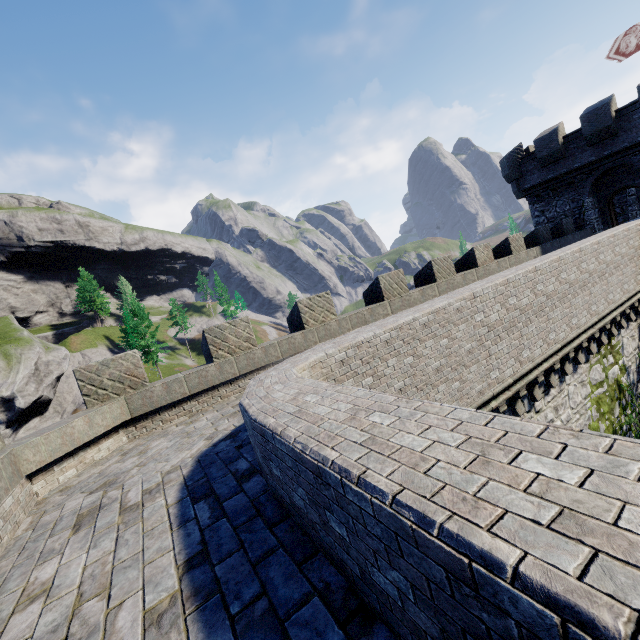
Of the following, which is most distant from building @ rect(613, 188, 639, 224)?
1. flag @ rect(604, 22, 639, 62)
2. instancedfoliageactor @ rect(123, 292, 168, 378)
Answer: instancedfoliageactor @ rect(123, 292, 168, 378)

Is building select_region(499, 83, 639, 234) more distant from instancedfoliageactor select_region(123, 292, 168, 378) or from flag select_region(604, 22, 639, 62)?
instancedfoliageactor select_region(123, 292, 168, 378)

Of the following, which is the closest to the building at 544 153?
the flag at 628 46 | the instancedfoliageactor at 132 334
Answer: the flag at 628 46

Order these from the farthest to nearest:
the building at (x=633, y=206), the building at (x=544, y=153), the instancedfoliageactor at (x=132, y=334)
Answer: the instancedfoliageactor at (x=132, y=334) < the building at (x=633, y=206) < the building at (x=544, y=153)

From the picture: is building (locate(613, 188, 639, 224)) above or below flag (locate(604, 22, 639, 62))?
below

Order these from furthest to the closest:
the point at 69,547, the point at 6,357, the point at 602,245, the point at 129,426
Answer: the point at 6,357, the point at 602,245, the point at 129,426, the point at 69,547
